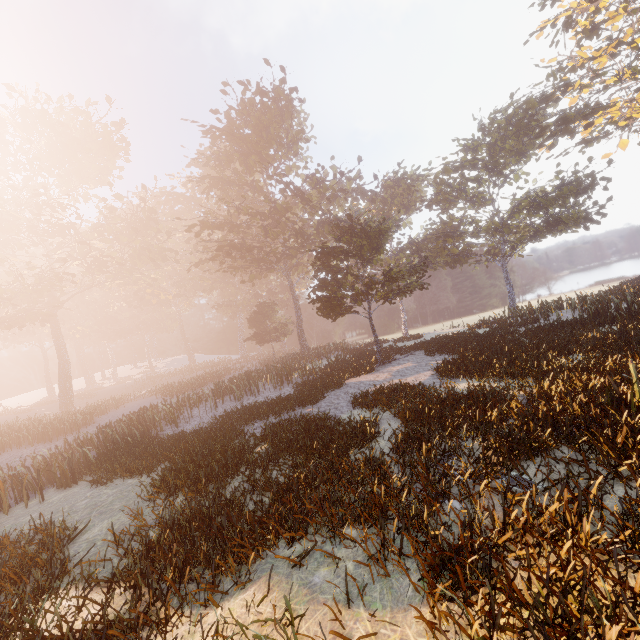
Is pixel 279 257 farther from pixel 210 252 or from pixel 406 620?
pixel 406 620
